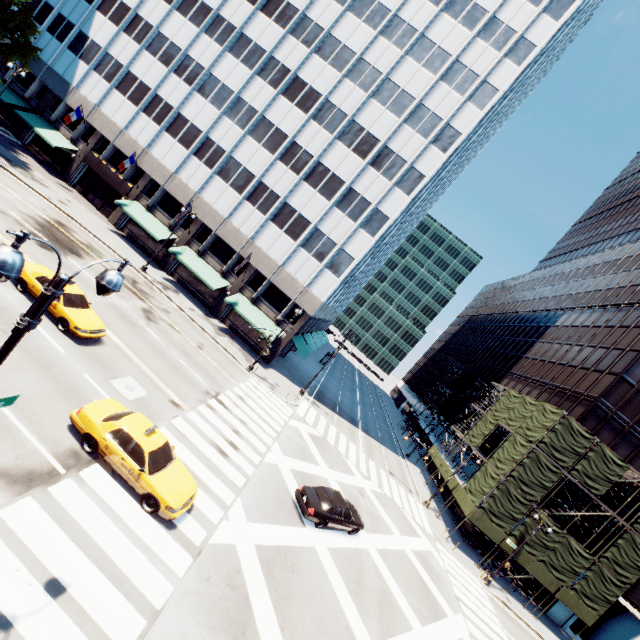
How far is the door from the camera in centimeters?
3719cm

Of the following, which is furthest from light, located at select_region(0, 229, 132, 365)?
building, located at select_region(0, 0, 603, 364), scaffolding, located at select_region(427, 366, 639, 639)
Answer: scaffolding, located at select_region(427, 366, 639, 639)

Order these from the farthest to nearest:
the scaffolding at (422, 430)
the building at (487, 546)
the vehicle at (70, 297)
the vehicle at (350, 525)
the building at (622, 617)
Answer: the scaffolding at (422, 430) < the building at (487, 546) < the building at (622, 617) < the vehicle at (350, 525) < the vehicle at (70, 297)

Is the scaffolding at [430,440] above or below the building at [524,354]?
below

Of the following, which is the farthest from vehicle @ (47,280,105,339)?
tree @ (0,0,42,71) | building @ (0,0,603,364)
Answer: tree @ (0,0,42,71)

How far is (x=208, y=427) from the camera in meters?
17.5 m

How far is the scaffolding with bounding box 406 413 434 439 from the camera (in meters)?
49.50

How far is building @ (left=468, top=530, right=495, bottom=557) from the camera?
32.4 meters
